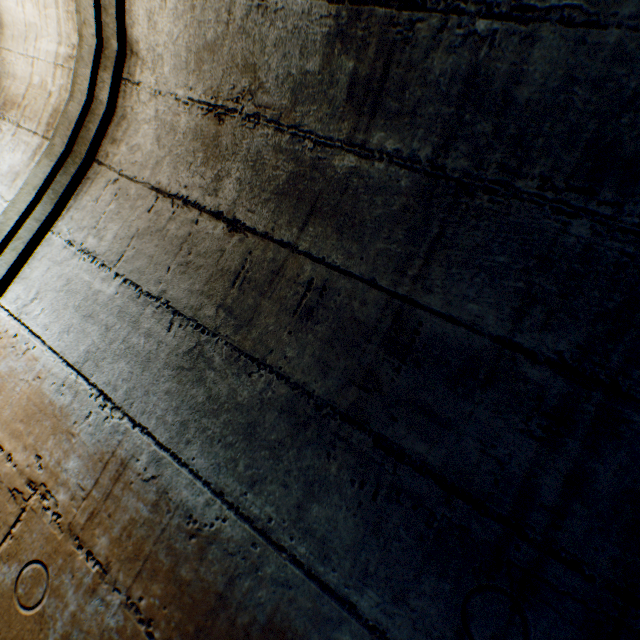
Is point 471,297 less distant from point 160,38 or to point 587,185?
point 587,185
